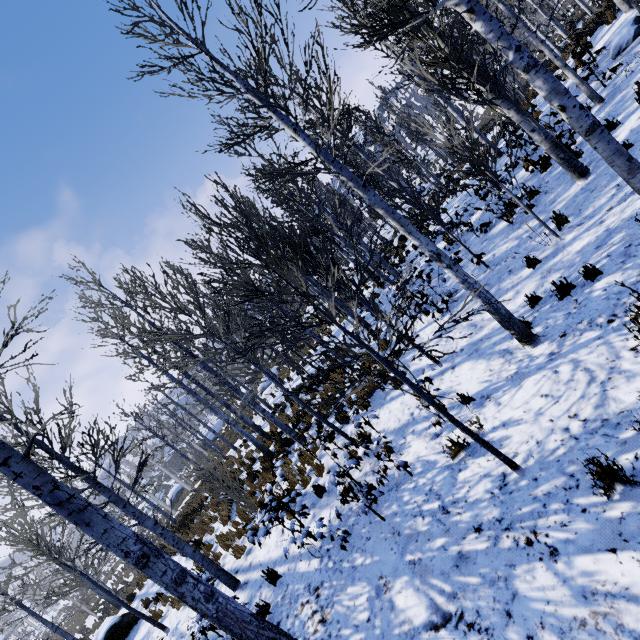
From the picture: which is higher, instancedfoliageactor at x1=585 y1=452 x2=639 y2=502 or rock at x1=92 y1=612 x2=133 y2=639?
rock at x1=92 y1=612 x2=133 y2=639

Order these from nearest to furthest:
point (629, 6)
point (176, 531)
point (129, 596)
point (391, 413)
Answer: point (391, 413) < point (629, 6) < point (129, 596) < point (176, 531)

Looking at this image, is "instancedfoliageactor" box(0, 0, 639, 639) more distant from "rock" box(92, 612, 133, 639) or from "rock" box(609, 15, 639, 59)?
"rock" box(92, 612, 133, 639)

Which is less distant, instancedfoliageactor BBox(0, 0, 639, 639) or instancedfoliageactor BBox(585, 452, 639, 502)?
instancedfoliageactor BBox(585, 452, 639, 502)

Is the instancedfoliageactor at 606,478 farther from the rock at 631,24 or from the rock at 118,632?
the rock at 118,632

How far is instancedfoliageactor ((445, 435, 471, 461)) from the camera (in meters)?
4.59

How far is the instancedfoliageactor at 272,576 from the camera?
5.83m
